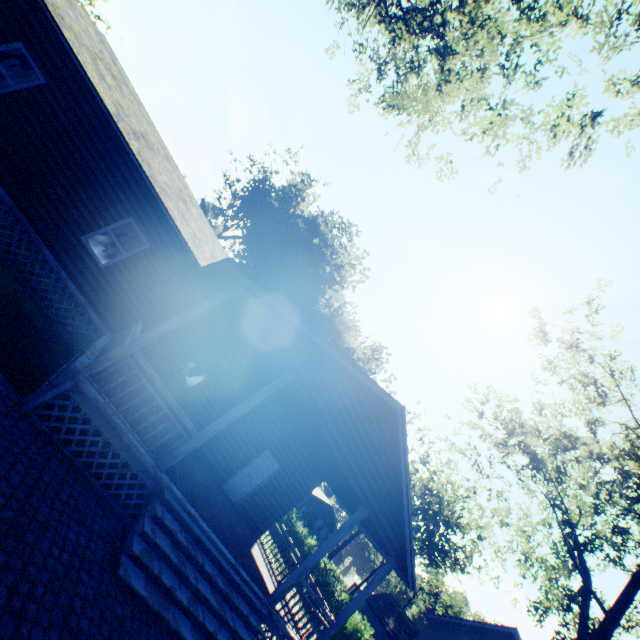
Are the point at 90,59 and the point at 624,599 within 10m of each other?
no

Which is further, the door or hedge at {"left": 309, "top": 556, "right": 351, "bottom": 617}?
hedge at {"left": 309, "top": 556, "right": 351, "bottom": 617}

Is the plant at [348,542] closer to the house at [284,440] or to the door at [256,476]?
the house at [284,440]

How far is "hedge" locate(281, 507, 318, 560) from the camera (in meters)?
24.89

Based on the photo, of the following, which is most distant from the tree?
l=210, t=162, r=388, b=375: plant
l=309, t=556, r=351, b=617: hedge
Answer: l=210, t=162, r=388, b=375: plant

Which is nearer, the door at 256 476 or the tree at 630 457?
the door at 256 476

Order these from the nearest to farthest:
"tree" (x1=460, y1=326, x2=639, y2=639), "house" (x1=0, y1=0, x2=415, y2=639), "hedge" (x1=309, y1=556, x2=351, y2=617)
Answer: "house" (x1=0, y1=0, x2=415, y2=639) < "tree" (x1=460, y1=326, x2=639, y2=639) < "hedge" (x1=309, y1=556, x2=351, y2=617)

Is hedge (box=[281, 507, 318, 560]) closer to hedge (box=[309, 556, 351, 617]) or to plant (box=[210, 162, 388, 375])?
plant (box=[210, 162, 388, 375])
